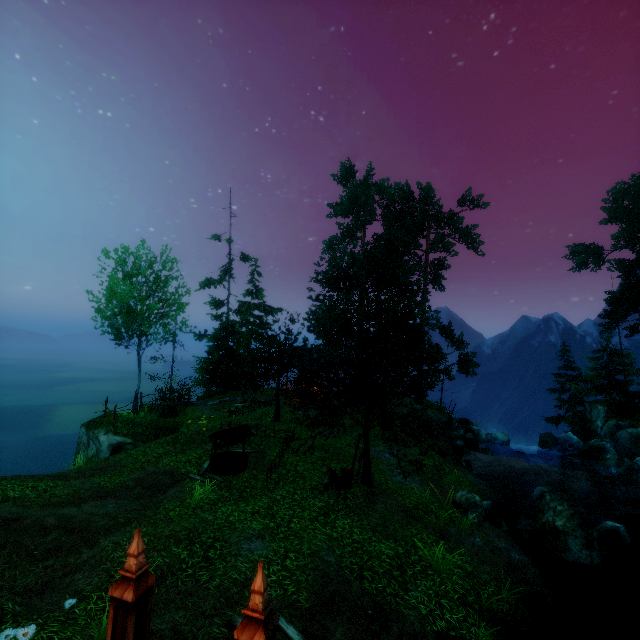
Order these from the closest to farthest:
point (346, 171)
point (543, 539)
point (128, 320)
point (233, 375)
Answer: point (543, 539)
point (128, 320)
point (233, 375)
point (346, 171)

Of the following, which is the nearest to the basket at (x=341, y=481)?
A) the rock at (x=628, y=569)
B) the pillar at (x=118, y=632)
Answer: the pillar at (x=118, y=632)

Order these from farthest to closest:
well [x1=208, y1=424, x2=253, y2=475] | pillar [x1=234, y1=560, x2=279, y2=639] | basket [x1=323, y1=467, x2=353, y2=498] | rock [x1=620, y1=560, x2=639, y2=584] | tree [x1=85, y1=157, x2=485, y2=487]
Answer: well [x1=208, y1=424, x2=253, y2=475] < tree [x1=85, y1=157, x2=485, y2=487] < basket [x1=323, y1=467, x2=353, y2=498] < rock [x1=620, y1=560, x2=639, y2=584] < pillar [x1=234, y1=560, x2=279, y2=639]

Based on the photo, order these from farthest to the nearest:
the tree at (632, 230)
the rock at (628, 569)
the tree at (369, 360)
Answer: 1. the tree at (632, 230)
2. the tree at (369, 360)
3. the rock at (628, 569)

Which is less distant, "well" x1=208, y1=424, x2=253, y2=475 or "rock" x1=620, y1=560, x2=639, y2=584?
"rock" x1=620, y1=560, x2=639, y2=584

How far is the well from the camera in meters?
13.0

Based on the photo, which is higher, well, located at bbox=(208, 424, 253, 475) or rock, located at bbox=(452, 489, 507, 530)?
well, located at bbox=(208, 424, 253, 475)

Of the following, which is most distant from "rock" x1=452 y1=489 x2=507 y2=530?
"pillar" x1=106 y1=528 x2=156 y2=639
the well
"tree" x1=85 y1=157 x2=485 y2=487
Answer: "pillar" x1=106 y1=528 x2=156 y2=639
